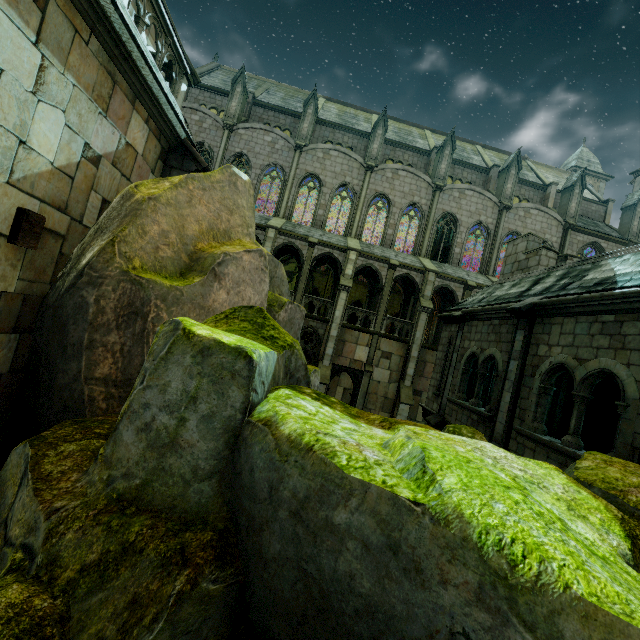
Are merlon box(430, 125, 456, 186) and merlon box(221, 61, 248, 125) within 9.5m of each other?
no

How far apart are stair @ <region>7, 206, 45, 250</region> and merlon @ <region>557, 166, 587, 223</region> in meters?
34.7 m

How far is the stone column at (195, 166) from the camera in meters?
7.7

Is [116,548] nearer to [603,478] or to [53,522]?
[53,522]

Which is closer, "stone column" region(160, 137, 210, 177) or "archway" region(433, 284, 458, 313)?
"stone column" region(160, 137, 210, 177)

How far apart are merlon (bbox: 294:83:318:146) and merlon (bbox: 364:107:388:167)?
4.6 meters

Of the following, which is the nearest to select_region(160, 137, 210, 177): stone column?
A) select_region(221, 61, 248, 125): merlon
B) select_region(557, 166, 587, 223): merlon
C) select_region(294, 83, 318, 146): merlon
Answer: select_region(294, 83, 318, 146): merlon

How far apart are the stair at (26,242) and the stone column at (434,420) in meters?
12.4
